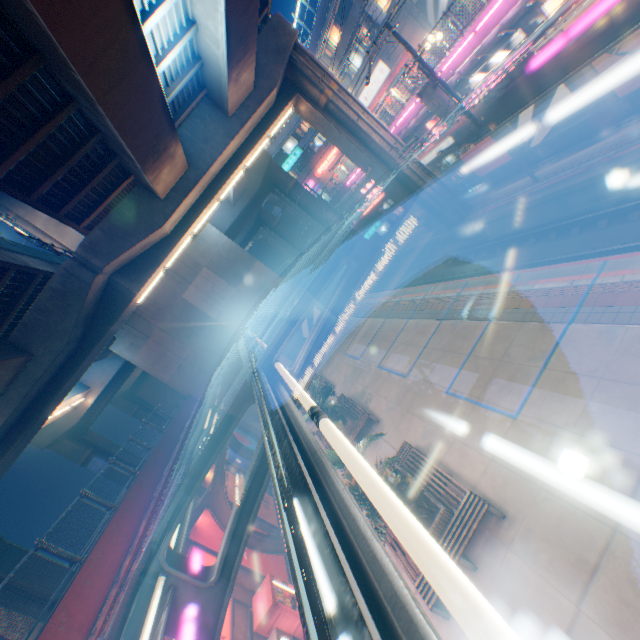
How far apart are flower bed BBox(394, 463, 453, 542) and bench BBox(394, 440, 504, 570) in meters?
0.0

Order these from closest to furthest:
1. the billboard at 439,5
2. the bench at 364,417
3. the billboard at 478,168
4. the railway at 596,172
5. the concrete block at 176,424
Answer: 1. the concrete block at 176,424
2. the railway at 596,172
3. the bench at 364,417
4. the billboard at 478,168
5. the billboard at 439,5

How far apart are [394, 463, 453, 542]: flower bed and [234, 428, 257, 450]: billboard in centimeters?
1547cm

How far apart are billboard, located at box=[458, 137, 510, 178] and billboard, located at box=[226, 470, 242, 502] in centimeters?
2140cm

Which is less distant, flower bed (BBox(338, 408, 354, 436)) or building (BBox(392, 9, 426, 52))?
flower bed (BBox(338, 408, 354, 436))

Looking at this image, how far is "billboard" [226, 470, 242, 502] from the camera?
15.2 meters

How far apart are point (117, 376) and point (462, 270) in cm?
2951

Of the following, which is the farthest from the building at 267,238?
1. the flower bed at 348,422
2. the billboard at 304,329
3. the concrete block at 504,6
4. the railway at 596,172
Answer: the flower bed at 348,422
